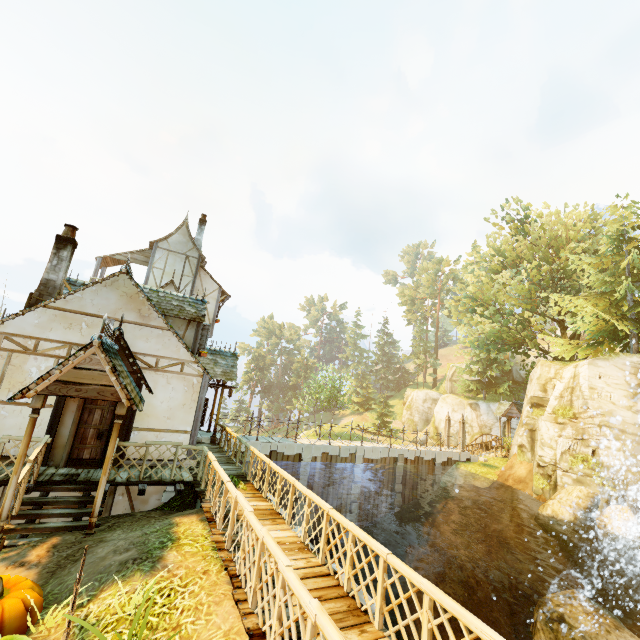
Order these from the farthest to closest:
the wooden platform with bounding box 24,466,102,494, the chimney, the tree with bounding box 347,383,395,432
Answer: the tree with bounding box 347,383,395,432 → the chimney → the wooden platform with bounding box 24,466,102,494

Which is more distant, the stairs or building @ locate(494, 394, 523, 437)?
building @ locate(494, 394, 523, 437)

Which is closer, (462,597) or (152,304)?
(152,304)

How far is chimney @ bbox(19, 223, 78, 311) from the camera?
10.7 meters

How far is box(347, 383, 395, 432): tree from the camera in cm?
4609

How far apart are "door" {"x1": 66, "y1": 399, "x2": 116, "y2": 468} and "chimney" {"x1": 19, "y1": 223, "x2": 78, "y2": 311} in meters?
3.5 m

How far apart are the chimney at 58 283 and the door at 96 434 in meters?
3.5 m

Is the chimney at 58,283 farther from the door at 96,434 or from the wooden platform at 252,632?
the wooden platform at 252,632
